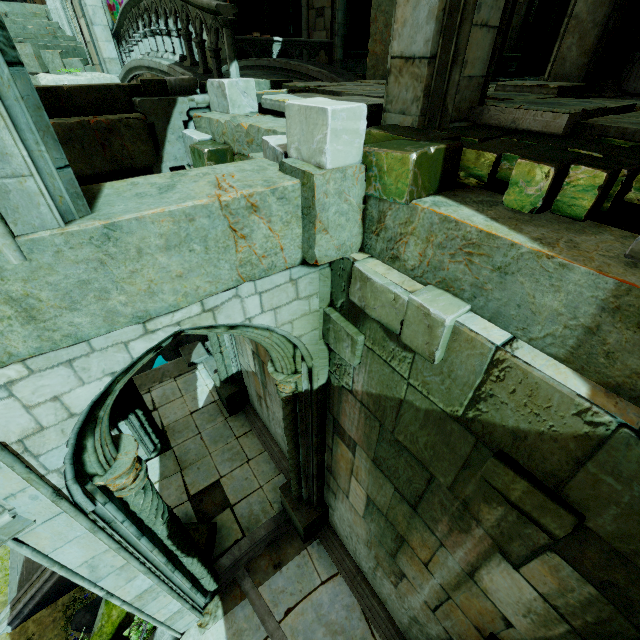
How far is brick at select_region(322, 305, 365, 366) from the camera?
3.36m

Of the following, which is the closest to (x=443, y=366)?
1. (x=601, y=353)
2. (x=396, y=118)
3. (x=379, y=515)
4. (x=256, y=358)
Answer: (x=601, y=353)

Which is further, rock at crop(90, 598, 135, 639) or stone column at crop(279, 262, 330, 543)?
rock at crop(90, 598, 135, 639)

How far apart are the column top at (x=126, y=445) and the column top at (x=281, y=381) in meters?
1.7

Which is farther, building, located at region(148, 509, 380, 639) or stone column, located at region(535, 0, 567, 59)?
stone column, located at region(535, 0, 567, 59)

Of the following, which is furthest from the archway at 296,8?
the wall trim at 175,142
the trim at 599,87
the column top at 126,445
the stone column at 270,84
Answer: the column top at 126,445

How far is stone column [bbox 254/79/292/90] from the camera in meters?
5.9

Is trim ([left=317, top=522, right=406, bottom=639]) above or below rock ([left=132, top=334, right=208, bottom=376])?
above
